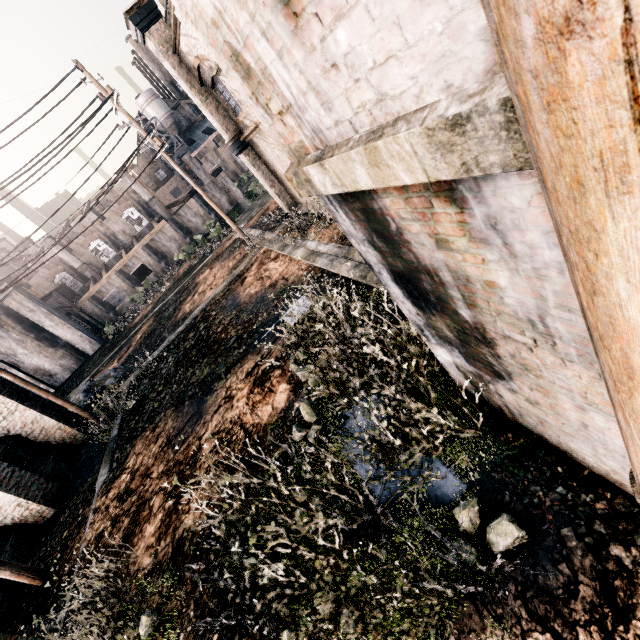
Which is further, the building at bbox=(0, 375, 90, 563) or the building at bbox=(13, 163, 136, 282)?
the building at bbox=(13, 163, 136, 282)

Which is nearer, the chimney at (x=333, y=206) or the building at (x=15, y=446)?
the chimney at (x=333, y=206)

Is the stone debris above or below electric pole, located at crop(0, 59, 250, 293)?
below

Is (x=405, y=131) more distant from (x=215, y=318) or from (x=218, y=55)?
(x=215, y=318)

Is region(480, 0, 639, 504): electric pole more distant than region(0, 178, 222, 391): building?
No

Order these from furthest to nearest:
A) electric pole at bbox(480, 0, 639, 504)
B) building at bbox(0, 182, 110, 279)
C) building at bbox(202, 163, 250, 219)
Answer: building at bbox(202, 163, 250, 219) < building at bbox(0, 182, 110, 279) < electric pole at bbox(480, 0, 639, 504)

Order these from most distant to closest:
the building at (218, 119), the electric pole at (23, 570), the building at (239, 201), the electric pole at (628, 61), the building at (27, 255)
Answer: the building at (239, 201), the building at (27, 255), the building at (218, 119), the electric pole at (23, 570), the electric pole at (628, 61)
